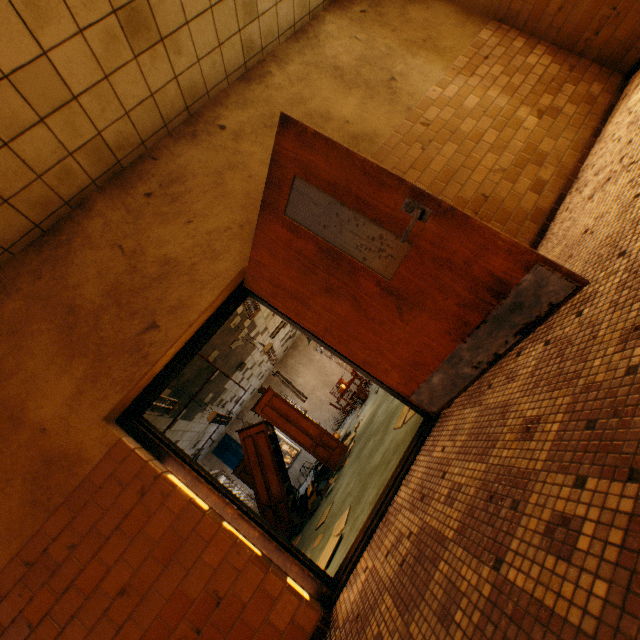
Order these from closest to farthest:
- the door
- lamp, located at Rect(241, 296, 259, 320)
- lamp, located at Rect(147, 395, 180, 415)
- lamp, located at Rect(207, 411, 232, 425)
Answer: the door < lamp, located at Rect(147, 395, 180, 415) < lamp, located at Rect(241, 296, 259, 320) < lamp, located at Rect(207, 411, 232, 425)

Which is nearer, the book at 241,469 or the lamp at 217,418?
the lamp at 217,418

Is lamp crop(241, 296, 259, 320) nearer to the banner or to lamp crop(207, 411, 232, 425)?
lamp crop(207, 411, 232, 425)

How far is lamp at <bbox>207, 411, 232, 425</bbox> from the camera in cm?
720

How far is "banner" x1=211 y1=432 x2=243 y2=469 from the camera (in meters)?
13.57

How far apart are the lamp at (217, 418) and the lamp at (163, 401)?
2.22m

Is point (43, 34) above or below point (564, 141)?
above

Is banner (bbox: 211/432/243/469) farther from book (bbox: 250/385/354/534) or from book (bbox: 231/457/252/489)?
book (bbox: 250/385/354/534)
